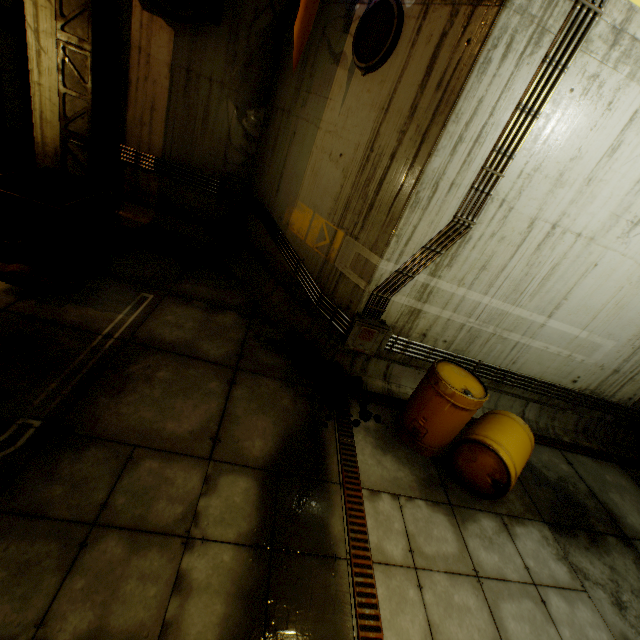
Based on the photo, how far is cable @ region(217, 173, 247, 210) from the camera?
7.0 meters

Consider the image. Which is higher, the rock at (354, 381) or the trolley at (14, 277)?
the trolley at (14, 277)

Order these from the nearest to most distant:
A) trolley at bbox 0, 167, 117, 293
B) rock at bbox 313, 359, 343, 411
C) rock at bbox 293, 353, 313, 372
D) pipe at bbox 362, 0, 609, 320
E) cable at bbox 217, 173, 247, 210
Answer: pipe at bbox 362, 0, 609, 320 → trolley at bbox 0, 167, 117, 293 → rock at bbox 313, 359, 343, 411 → rock at bbox 293, 353, 313, 372 → cable at bbox 217, 173, 247, 210

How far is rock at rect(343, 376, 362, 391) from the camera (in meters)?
5.18

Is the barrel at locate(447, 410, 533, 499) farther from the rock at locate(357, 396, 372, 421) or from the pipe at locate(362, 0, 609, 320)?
the pipe at locate(362, 0, 609, 320)

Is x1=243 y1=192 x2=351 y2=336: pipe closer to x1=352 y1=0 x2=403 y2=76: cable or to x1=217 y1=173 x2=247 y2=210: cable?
x1=217 y1=173 x2=247 y2=210: cable

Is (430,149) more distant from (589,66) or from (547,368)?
(547,368)

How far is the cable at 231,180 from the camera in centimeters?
699cm
